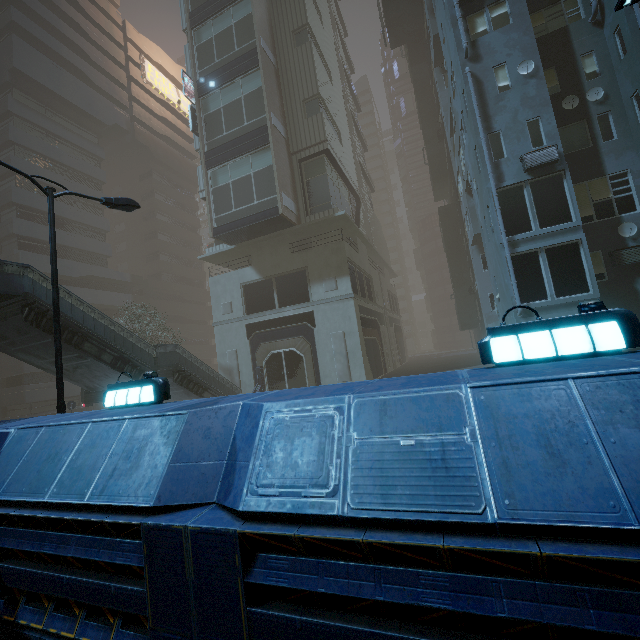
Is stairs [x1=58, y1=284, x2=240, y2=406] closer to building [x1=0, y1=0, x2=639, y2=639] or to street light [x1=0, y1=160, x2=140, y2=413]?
building [x1=0, y1=0, x2=639, y2=639]

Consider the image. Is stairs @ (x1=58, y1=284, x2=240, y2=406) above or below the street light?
below

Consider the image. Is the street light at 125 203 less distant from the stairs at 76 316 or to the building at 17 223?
the building at 17 223

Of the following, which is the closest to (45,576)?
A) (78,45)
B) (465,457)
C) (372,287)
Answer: (465,457)

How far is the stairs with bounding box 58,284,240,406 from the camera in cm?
1282

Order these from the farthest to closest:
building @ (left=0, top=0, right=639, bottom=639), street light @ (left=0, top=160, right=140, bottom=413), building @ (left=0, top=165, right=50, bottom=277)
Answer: building @ (left=0, top=165, right=50, bottom=277) < street light @ (left=0, top=160, right=140, bottom=413) < building @ (left=0, top=0, right=639, bottom=639)

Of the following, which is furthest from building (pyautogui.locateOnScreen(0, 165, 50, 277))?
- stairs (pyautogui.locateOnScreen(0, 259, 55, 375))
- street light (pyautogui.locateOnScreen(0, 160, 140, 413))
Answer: stairs (pyautogui.locateOnScreen(0, 259, 55, 375))
